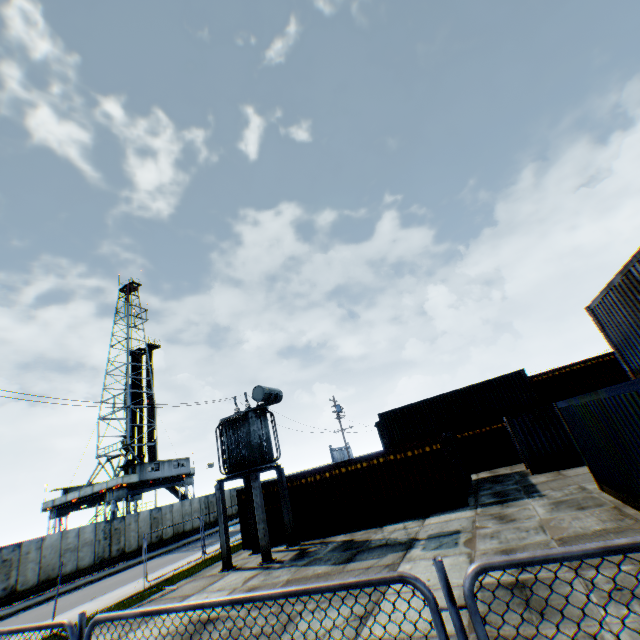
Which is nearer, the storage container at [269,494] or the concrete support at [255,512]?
the concrete support at [255,512]

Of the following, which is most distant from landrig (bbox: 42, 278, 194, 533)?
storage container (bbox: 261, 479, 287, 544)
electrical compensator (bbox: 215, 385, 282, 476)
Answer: electrical compensator (bbox: 215, 385, 282, 476)

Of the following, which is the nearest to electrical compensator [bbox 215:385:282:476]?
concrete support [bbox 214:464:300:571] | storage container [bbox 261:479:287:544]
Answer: concrete support [bbox 214:464:300:571]

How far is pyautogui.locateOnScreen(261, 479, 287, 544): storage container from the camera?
17.02m

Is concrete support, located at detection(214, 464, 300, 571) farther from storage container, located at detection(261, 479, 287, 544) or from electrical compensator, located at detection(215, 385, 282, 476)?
storage container, located at detection(261, 479, 287, 544)

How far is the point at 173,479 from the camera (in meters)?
39.19

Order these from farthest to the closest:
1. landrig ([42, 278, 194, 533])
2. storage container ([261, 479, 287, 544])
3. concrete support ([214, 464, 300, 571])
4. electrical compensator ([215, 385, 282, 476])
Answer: landrig ([42, 278, 194, 533])
storage container ([261, 479, 287, 544])
electrical compensator ([215, 385, 282, 476])
concrete support ([214, 464, 300, 571])

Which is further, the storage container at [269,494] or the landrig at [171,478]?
the landrig at [171,478]
